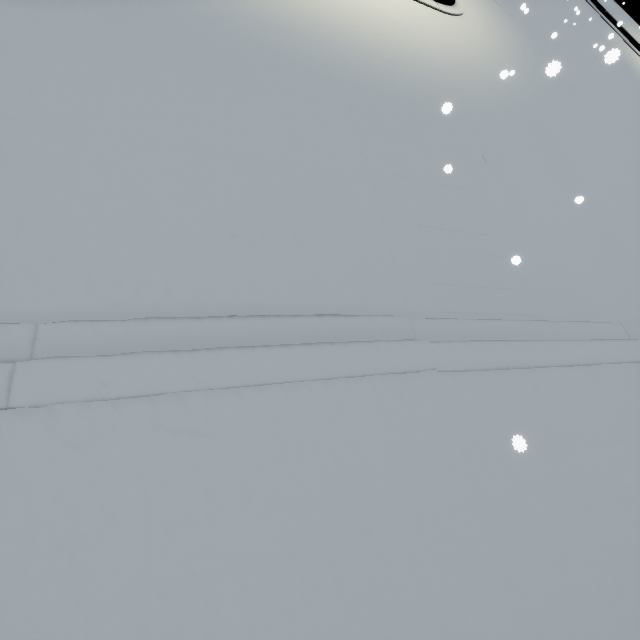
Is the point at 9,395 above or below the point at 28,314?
above
